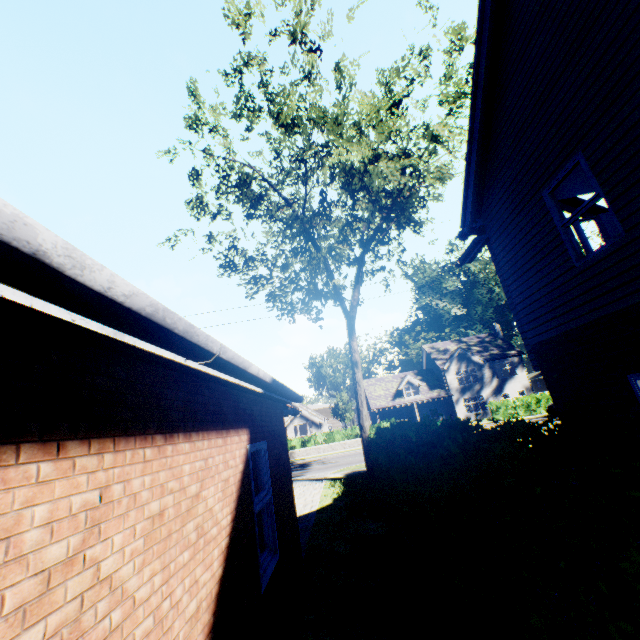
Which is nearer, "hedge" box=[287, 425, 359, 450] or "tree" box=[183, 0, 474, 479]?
"tree" box=[183, 0, 474, 479]

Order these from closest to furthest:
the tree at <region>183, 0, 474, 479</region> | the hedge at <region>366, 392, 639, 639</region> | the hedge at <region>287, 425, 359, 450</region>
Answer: the hedge at <region>366, 392, 639, 639</region>
the tree at <region>183, 0, 474, 479</region>
the hedge at <region>287, 425, 359, 450</region>

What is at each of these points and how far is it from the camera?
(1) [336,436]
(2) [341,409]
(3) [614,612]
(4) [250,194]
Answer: (1) hedge, 31.8m
(2) tree, 55.8m
(3) hedge, 1.6m
(4) tree, 15.6m

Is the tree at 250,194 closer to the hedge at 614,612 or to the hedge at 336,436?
the hedge at 614,612

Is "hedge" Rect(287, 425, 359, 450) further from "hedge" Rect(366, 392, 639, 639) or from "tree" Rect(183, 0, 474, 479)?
"hedge" Rect(366, 392, 639, 639)
